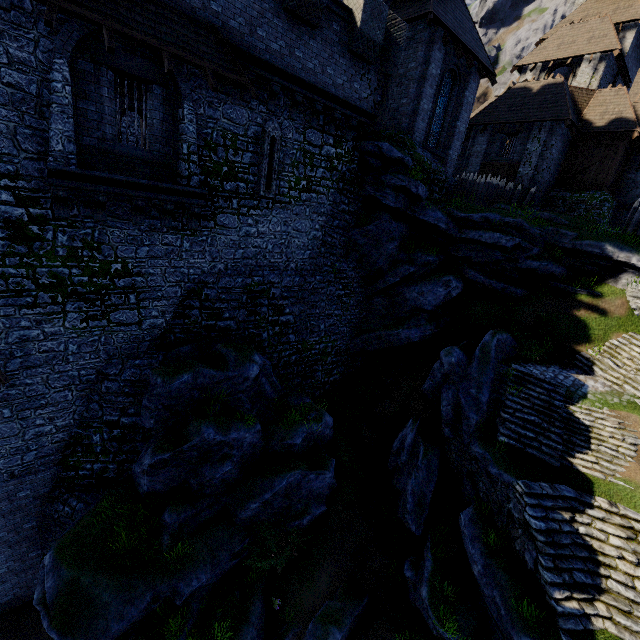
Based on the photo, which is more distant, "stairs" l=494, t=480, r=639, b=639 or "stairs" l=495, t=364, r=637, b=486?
"stairs" l=495, t=364, r=637, b=486

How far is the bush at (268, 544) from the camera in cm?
1102

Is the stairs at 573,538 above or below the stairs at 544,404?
below

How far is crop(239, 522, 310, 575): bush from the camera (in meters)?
11.02

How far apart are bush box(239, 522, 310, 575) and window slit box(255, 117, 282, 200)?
12.3 meters

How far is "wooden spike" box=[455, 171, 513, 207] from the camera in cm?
2011

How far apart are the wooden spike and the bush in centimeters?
2006cm

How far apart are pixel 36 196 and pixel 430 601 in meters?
17.3
